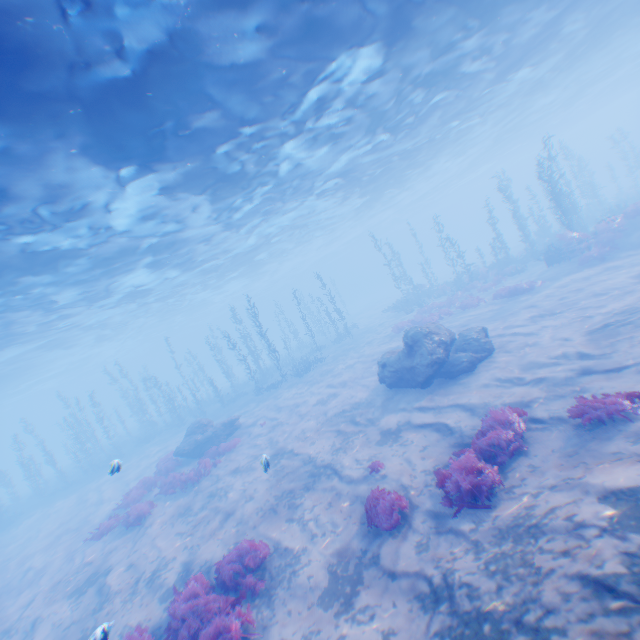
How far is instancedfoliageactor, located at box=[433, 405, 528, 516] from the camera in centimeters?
660cm

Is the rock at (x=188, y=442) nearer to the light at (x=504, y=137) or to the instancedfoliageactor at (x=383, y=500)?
the light at (x=504, y=137)

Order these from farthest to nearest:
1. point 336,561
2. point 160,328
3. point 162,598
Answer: point 160,328 → point 162,598 → point 336,561

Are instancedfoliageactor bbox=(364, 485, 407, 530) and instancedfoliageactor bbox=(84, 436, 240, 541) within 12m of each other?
yes

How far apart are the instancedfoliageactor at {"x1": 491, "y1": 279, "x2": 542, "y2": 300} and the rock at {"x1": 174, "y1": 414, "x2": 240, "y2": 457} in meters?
18.3

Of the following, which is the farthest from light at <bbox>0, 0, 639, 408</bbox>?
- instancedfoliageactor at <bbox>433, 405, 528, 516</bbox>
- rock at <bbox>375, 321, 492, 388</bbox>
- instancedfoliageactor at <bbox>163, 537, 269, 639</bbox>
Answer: instancedfoliageactor at <bbox>433, 405, 528, 516</bbox>

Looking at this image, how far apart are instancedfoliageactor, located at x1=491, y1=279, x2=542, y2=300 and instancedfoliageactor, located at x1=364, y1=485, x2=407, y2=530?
16.6m

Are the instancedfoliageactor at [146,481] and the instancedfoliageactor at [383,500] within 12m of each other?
yes
